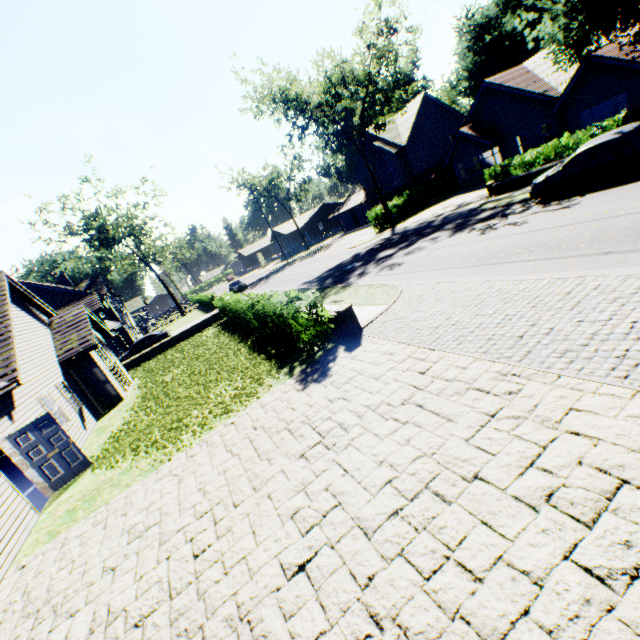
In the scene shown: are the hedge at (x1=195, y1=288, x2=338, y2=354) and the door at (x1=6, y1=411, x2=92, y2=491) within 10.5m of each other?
yes

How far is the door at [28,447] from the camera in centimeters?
938cm

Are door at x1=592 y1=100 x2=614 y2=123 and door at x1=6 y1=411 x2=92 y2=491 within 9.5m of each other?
no

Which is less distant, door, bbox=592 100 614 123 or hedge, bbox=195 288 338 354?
hedge, bbox=195 288 338 354

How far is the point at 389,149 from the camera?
36.8m

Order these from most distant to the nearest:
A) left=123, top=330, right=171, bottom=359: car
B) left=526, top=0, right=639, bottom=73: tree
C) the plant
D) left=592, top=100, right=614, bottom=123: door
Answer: the plant, left=123, top=330, right=171, bottom=359: car, left=592, top=100, right=614, bottom=123: door, left=526, top=0, right=639, bottom=73: tree

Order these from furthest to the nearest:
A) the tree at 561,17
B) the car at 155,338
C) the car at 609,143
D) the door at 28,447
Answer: the car at 155,338
the tree at 561,17
the car at 609,143
the door at 28,447

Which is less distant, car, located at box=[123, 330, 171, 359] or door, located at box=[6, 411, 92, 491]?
door, located at box=[6, 411, 92, 491]
